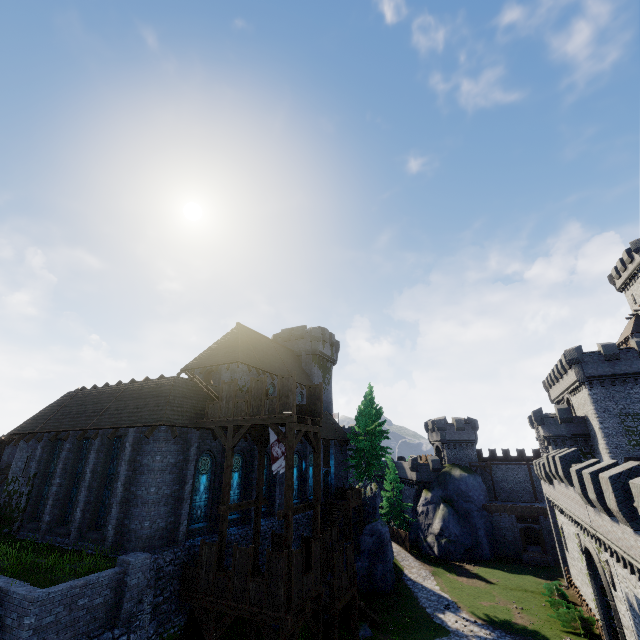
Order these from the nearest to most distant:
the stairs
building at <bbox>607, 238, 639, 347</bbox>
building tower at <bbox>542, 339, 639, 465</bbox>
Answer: the stairs < building tower at <bbox>542, 339, 639, 465</bbox> < building at <bbox>607, 238, 639, 347</bbox>

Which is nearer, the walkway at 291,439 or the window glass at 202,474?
the walkway at 291,439

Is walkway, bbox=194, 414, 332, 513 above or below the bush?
above

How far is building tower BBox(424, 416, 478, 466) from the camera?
50.1m

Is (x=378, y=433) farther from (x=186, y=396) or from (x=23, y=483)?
(x=23, y=483)

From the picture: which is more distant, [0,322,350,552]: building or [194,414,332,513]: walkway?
[0,322,350,552]: building

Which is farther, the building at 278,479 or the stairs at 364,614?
the building at 278,479

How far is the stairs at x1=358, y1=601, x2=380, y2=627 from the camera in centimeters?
2236cm
